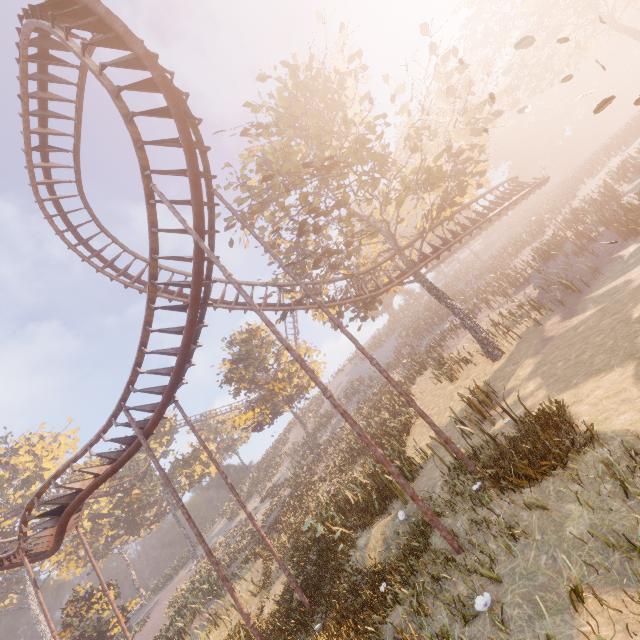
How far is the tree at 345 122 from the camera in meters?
14.2 m

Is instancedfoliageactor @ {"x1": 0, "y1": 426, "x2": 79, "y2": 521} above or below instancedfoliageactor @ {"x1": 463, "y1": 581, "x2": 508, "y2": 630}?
above

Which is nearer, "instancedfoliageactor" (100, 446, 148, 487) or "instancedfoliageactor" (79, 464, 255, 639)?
"instancedfoliageactor" (79, 464, 255, 639)

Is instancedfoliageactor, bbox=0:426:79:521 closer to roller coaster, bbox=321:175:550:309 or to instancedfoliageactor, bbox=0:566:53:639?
instancedfoliageactor, bbox=0:566:53:639

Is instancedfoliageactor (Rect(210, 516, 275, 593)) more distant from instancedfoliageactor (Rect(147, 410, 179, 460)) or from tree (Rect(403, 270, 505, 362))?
tree (Rect(403, 270, 505, 362))

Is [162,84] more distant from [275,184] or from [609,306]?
[609,306]

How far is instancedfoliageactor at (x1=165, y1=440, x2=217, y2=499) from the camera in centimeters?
4344cm
